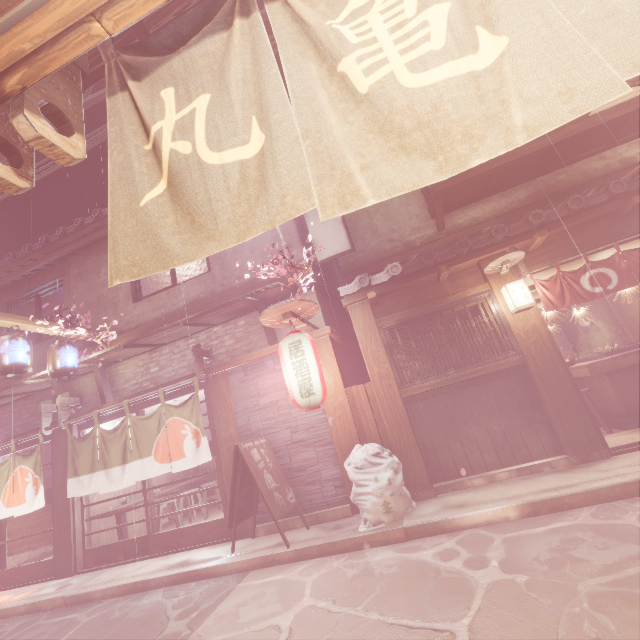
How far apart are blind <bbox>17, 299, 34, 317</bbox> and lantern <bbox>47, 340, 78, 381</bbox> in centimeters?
536cm

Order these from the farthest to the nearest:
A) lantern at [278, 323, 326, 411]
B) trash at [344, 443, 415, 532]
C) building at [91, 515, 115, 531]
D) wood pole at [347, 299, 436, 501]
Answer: building at [91, 515, 115, 531] < wood pole at [347, 299, 436, 501] < lantern at [278, 323, 326, 411] < trash at [344, 443, 415, 532]

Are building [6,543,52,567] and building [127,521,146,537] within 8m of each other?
yes

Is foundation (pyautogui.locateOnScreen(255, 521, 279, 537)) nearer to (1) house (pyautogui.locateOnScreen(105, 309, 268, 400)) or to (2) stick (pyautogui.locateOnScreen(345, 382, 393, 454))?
(2) stick (pyautogui.locateOnScreen(345, 382, 393, 454))

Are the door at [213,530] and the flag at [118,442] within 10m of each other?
yes

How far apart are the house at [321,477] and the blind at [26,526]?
8.1m

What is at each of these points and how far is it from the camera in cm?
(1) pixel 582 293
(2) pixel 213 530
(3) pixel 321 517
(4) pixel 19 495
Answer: (1) flag, 853
(2) door, 1016
(3) foundation, 913
(4) flag, 1219

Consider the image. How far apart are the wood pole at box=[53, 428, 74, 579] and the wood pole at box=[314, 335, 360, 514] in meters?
10.2
